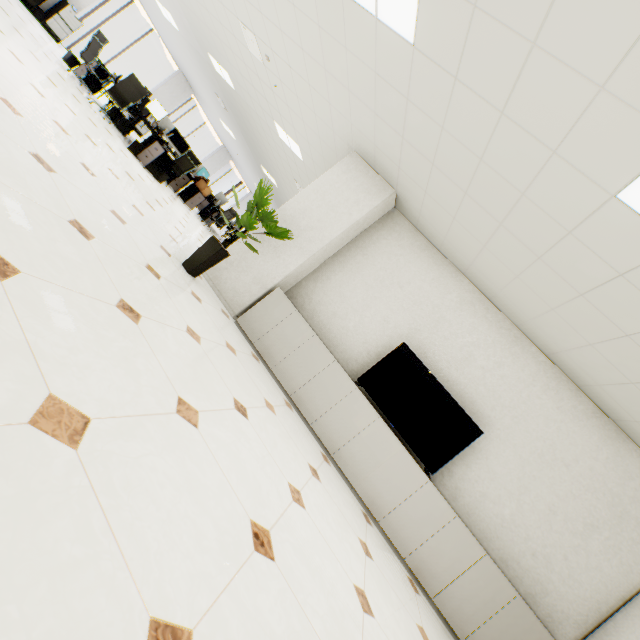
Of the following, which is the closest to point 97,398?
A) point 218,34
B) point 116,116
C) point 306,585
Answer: point 306,585

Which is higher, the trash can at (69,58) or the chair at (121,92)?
the chair at (121,92)

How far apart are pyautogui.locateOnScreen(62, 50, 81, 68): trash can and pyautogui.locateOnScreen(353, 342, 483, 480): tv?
10.9 meters

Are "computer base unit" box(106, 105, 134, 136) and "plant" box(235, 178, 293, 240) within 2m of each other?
no

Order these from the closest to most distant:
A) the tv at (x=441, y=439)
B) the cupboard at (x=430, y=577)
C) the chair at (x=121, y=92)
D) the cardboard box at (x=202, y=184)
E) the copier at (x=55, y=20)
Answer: the cupboard at (x=430, y=577)
the tv at (x=441, y=439)
the chair at (x=121, y=92)
the copier at (x=55, y=20)
the cardboard box at (x=202, y=184)

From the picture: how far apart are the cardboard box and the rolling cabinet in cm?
291

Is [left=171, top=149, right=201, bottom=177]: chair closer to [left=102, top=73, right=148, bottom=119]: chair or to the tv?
[left=102, top=73, right=148, bottom=119]: chair

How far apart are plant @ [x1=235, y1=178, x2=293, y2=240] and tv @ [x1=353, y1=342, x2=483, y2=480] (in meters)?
2.01
